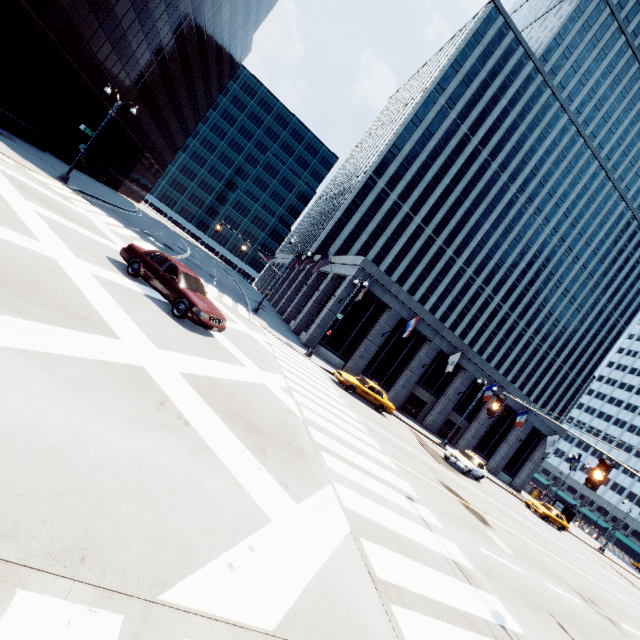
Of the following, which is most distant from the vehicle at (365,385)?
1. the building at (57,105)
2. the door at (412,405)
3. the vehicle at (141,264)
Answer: the building at (57,105)

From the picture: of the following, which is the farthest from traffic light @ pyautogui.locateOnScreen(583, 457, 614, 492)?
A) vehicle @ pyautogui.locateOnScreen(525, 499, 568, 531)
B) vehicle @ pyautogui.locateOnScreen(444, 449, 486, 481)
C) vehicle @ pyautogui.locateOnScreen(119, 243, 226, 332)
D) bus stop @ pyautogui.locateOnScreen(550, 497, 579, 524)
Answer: bus stop @ pyautogui.locateOnScreen(550, 497, 579, 524)

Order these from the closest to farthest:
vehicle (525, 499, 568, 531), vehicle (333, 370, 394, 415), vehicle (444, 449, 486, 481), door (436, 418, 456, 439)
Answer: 1. vehicle (333, 370, 394, 415)
2. vehicle (444, 449, 486, 481)
3. vehicle (525, 499, 568, 531)
4. door (436, 418, 456, 439)

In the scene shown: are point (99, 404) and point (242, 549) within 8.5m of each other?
yes

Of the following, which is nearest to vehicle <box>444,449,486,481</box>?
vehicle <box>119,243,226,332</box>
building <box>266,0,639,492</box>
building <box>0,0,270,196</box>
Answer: building <box>266,0,639,492</box>

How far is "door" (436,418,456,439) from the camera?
36.7 meters

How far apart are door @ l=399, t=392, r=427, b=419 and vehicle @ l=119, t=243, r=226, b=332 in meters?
26.7

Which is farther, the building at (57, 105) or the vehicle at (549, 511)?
the vehicle at (549, 511)
